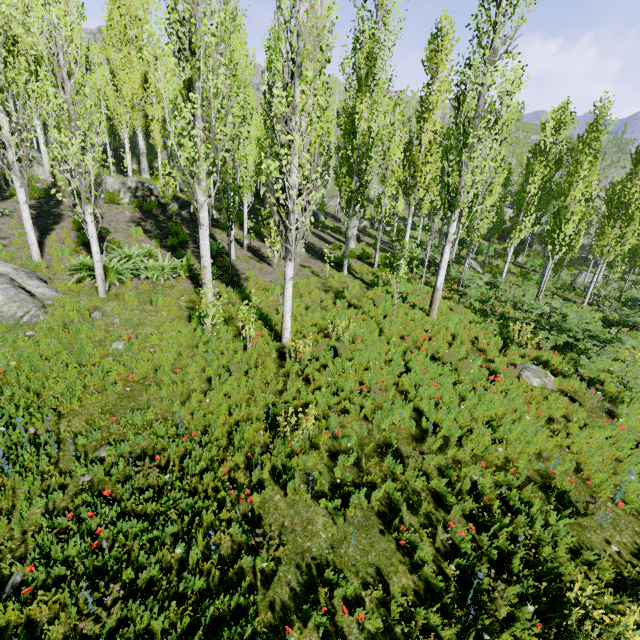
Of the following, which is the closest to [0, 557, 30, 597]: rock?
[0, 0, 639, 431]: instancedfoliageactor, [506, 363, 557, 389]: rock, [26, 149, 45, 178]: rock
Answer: [0, 0, 639, 431]: instancedfoliageactor

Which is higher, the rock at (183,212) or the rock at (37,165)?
A: the rock at (37,165)

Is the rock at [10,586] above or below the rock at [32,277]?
below

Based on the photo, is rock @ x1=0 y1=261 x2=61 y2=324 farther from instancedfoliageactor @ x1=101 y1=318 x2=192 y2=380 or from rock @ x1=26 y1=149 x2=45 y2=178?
rock @ x1=26 y1=149 x2=45 y2=178

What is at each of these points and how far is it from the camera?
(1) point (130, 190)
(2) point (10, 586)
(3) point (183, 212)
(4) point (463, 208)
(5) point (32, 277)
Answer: (1) rock, 18.64m
(2) rock, 3.68m
(3) rock, 17.64m
(4) instancedfoliageactor, 10.02m
(5) rock, 8.71m

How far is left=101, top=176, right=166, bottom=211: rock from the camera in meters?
18.6 m

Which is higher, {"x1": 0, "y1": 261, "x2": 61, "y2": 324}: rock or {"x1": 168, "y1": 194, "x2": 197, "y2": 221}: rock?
{"x1": 168, "y1": 194, "x2": 197, "y2": 221}: rock

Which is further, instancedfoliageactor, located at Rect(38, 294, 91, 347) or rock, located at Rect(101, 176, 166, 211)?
rock, located at Rect(101, 176, 166, 211)
